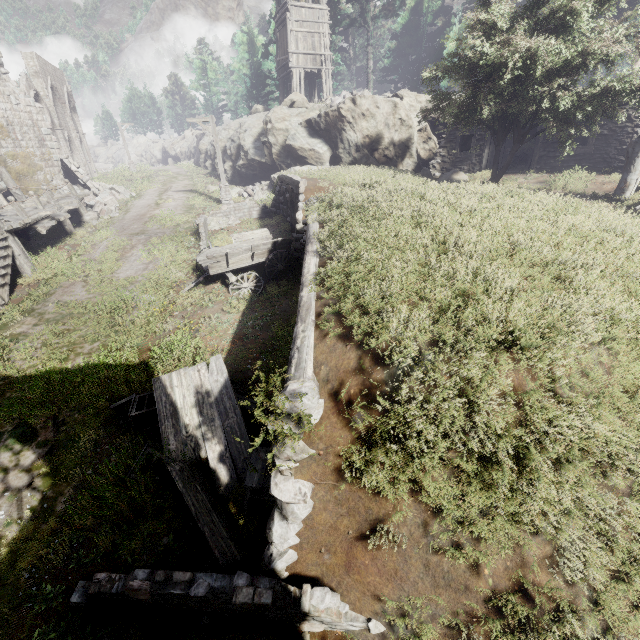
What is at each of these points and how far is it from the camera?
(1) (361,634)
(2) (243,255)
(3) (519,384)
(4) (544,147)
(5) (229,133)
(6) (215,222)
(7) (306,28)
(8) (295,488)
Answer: (1) shelter, 3.8 meters
(2) cart, 10.7 meters
(3) shelter, 3.2 meters
(4) shelter, 15.6 meters
(5) rock, 27.0 meters
(6) rubble, 16.7 meters
(7) building, 24.2 meters
(8) shelter, 3.3 meters

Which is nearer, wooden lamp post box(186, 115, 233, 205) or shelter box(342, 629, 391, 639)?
shelter box(342, 629, 391, 639)

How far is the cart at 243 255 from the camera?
10.41m

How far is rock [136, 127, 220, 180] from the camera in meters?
34.1

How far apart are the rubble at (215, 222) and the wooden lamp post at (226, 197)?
3.2 meters

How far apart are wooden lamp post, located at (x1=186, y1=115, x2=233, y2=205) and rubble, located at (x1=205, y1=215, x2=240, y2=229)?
3.21m

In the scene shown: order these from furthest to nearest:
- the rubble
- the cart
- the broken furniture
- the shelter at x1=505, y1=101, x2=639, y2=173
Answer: the rubble, the shelter at x1=505, y1=101, x2=639, y2=173, the cart, the broken furniture

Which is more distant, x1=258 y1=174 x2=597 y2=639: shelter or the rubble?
the rubble
